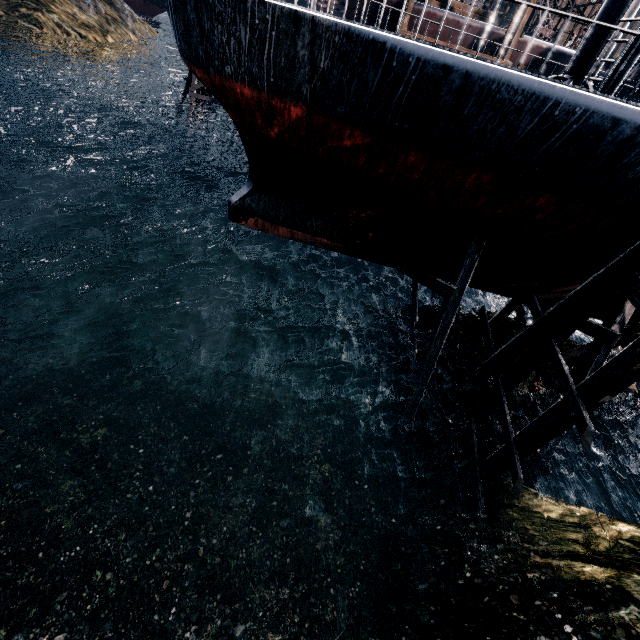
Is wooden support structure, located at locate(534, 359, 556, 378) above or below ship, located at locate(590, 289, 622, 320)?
below

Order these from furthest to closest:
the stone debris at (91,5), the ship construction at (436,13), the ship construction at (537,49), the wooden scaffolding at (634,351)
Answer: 1. the stone debris at (91,5)
2. the ship construction at (537,49)
3. the ship construction at (436,13)
4. the wooden scaffolding at (634,351)

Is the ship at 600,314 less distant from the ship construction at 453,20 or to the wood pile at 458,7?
the ship construction at 453,20

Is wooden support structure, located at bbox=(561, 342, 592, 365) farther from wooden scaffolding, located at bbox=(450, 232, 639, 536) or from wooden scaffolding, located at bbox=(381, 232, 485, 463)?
wooden scaffolding, located at bbox=(381, 232, 485, 463)

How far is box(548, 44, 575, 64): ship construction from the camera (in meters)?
25.86

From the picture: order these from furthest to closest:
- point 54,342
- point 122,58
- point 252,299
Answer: point 122,58 → point 252,299 → point 54,342

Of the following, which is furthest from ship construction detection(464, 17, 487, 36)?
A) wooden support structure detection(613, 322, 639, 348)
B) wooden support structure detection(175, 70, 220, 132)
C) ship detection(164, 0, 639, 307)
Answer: wooden support structure detection(613, 322, 639, 348)

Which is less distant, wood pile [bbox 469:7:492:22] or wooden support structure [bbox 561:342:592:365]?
wooden support structure [bbox 561:342:592:365]
